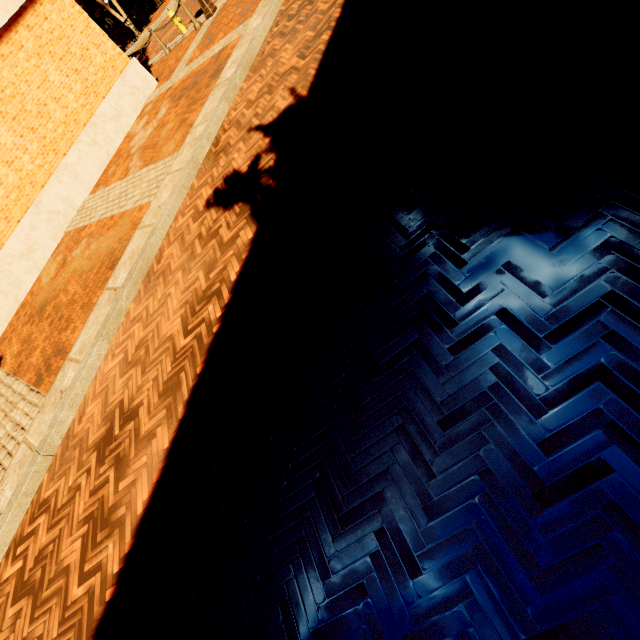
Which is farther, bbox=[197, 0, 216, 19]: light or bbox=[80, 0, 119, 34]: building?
bbox=[80, 0, 119, 34]: building

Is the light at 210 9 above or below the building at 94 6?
below

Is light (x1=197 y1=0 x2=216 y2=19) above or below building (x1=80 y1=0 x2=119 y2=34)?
below

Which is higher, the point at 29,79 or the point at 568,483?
the point at 29,79

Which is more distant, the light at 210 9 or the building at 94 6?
the building at 94 6
